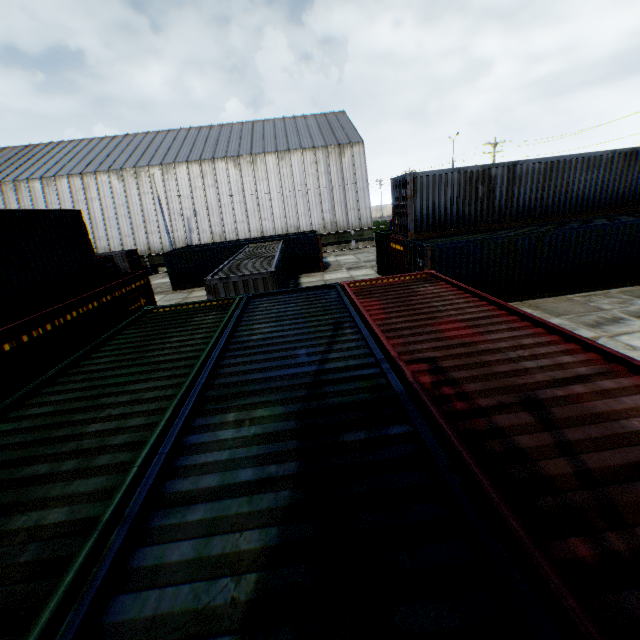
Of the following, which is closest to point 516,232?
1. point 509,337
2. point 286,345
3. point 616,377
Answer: point 509,337

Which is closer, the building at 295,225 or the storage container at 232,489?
the storage container at 232,489

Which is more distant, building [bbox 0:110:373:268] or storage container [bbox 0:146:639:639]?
building [bbox 0:110:373:268]
